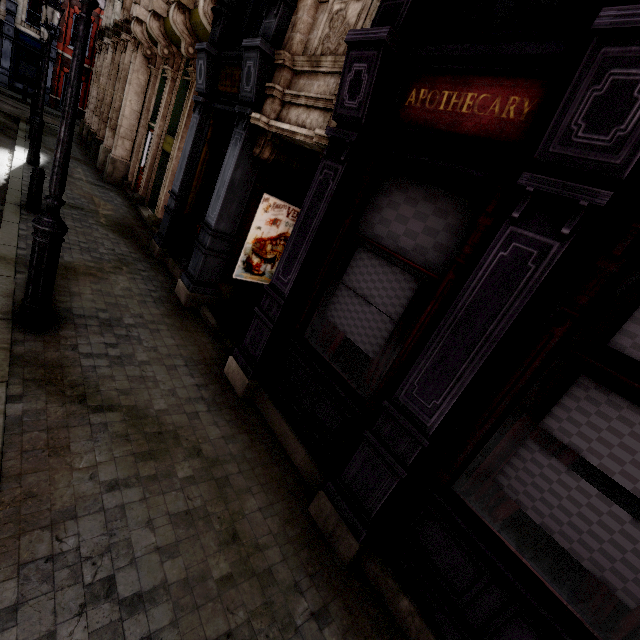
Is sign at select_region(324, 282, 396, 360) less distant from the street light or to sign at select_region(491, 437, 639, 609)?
sign at select_region(491, 437, 639, 609)

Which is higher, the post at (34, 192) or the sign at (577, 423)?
the sign at (577, 423)

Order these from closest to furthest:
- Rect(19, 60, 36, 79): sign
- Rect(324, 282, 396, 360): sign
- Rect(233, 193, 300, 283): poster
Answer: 1. Rect(324, 282, 396, 360): sign
2. Rect(233, 193, 300, 283): poster
3. Rect(19, 60, 36, 79): sign

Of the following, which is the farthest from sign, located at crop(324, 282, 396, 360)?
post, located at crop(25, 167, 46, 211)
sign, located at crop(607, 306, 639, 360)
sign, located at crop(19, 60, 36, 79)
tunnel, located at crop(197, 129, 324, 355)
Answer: sign, located at crop(19, 60, 36, 79)

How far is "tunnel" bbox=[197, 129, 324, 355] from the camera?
5.82m

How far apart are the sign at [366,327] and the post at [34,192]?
7.7m

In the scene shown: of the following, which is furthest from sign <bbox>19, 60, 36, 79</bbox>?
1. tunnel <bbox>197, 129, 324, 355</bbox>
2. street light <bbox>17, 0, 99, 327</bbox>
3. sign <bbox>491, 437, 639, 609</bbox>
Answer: sign <bbox>491, 437, 639, 609</bbox>

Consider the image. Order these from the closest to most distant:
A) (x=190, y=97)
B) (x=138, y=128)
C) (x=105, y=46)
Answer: (x=190, y=97)
(x=138, y=128)
(x=105, y=46)
